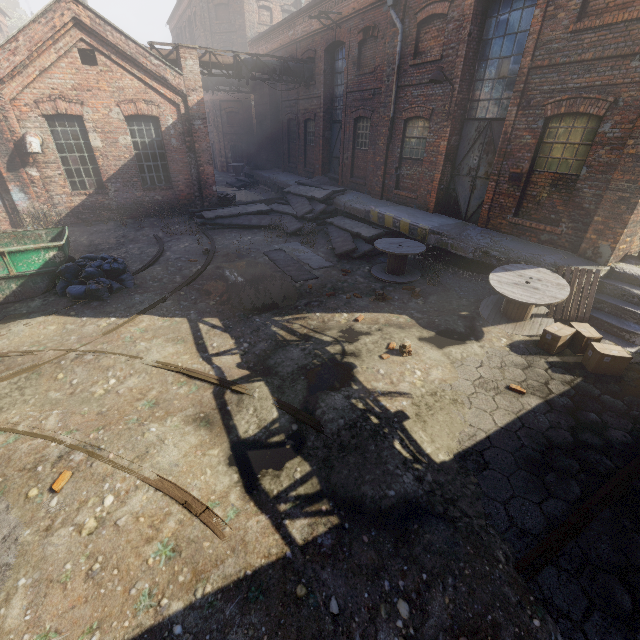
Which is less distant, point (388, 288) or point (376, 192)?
point (388, 288)

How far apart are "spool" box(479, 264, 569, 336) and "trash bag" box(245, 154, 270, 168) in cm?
2061

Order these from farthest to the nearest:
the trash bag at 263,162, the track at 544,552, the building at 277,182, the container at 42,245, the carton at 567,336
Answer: the trash bag at 263,162 < the building at 277,182 < the container at 42,245 < the carton at 567,336 < the track at 544,552

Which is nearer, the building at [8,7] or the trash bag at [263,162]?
the trash bag at [263,162]

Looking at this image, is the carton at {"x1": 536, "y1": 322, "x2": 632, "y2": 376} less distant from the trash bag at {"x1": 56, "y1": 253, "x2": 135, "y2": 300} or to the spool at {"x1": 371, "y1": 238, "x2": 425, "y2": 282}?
the spool at {"x1": 371, "y1": 238, "x2": 425, "y2": 282}

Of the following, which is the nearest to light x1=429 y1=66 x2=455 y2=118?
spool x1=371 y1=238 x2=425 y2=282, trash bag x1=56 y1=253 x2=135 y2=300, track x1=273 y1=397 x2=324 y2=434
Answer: spool x1=371 y1=238 x2=425 y2=282

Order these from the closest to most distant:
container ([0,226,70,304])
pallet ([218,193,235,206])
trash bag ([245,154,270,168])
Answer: container ([0,226,70,304])
pallet ([218,193,235,206])
trash bag ([245,154,270,168])

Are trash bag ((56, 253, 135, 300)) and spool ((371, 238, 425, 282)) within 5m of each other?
no
